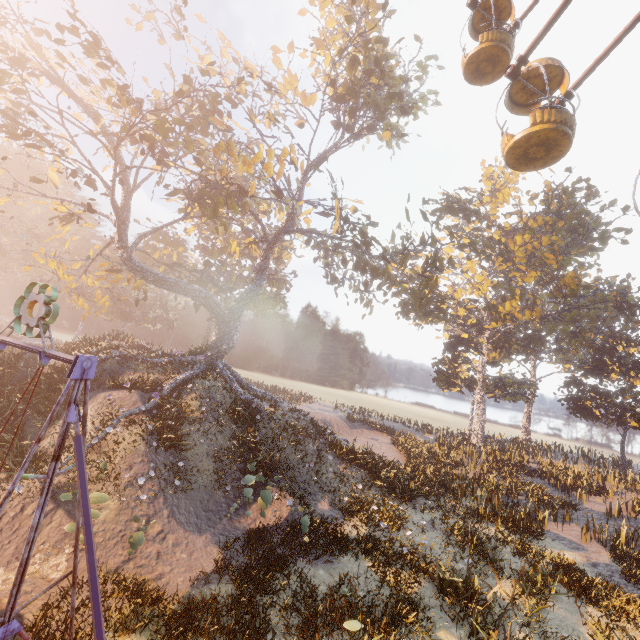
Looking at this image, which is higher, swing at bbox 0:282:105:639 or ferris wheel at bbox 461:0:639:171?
ferris wheel at bbox 461:0:639:171

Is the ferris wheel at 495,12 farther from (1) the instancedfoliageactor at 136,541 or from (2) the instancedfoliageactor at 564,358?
(2) the instancedfoliageactor at 564,358

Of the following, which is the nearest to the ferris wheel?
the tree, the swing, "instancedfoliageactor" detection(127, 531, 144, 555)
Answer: the tree

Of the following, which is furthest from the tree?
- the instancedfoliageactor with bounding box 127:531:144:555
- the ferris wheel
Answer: the instancedfoliageactor with bounding box 127:531:144:555

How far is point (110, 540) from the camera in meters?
10.5

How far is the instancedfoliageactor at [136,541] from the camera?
9.3 meters

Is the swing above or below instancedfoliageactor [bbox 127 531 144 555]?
above

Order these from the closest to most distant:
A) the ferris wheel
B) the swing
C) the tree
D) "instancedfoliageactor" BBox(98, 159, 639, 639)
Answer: the swing, the ferris wheel, "instancedfoliageactor" BBox(98, 159, 639, 639), the tree
